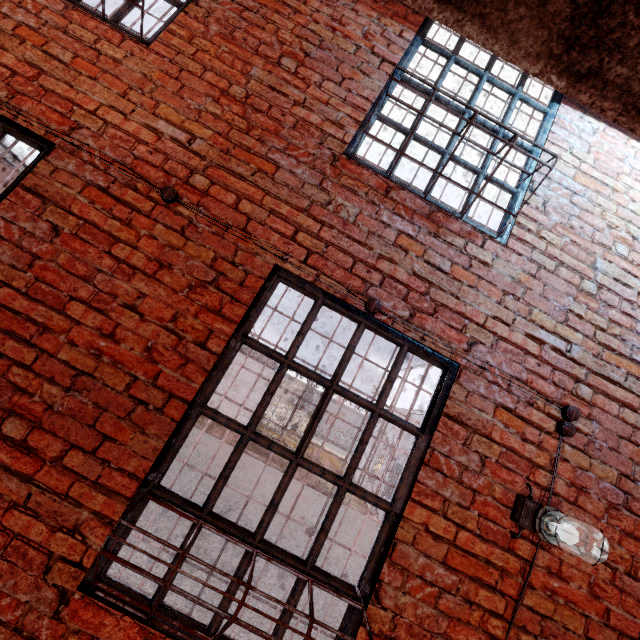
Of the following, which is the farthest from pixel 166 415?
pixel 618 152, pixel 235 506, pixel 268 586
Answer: pixel 235 506

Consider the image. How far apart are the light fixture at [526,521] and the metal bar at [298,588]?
0.6 meters

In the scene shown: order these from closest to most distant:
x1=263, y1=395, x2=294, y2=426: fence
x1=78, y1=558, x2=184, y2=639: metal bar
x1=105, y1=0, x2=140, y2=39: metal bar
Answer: x1=78, y1=558, x2=184, y2=639: metal bar
x1=105, y1=0, x2=140, y2=39: metal bar
x1=263, y1=395, x2=294, y2=426: fence

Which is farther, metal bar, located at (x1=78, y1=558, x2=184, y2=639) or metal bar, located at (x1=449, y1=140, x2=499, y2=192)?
metal bar, located at (x1=449, y1=140, x2=499, y2=192)

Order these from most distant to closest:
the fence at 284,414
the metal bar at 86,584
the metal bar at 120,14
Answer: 1. the fence at 284,414
2. the metal bar at 120,14
3. the metal bar at 86,584

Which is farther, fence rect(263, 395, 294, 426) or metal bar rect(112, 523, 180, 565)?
fence rect(263, 395, 294, 426)

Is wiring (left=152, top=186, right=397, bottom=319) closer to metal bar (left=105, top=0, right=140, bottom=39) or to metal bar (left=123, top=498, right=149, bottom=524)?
metal bar (left=123, top=498, right=149, bottom=524)

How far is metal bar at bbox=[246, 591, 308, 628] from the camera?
1.70m
